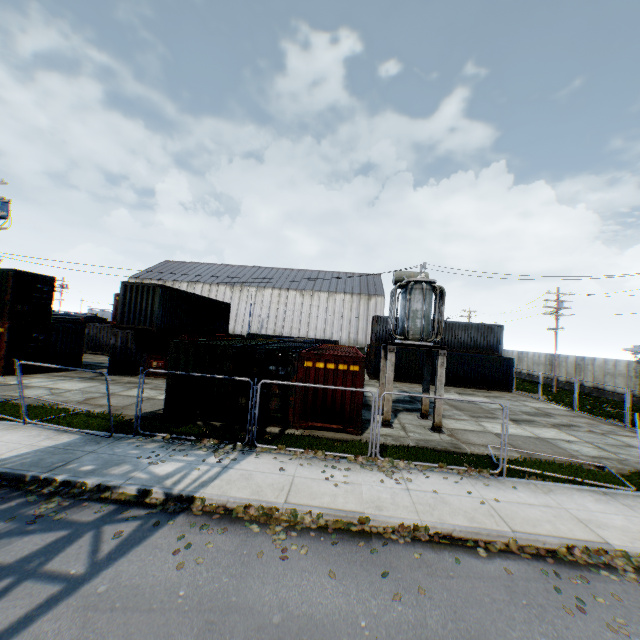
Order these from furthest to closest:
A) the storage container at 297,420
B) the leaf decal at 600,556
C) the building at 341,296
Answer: the building at 341,296 → the storage container at 297,420 → the leaf decal at 600,556

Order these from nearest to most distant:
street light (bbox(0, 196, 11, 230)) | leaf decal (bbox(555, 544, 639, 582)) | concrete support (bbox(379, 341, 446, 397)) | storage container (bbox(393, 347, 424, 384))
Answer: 1. leaf decal (bbox(555, 544, 639, 582))
2. concrete support (bbox(379, 341, 446, 397))
3. street light (bbox(0, 196, 11, 230))
4. storage container (bbox(393, 347, 424, 384))

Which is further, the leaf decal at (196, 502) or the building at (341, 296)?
the building at (341, 296)

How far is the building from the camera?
55.28m

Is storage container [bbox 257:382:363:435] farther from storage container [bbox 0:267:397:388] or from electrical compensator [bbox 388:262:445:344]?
storage container [bbox 0:267:397:388]

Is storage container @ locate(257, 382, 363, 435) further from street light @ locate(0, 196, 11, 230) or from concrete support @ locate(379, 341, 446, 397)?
street light @ locate(0, 196, 11, 230)

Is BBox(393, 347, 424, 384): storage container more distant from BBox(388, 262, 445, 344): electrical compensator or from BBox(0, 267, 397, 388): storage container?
BBox(0, 267, 397, 388): storage container

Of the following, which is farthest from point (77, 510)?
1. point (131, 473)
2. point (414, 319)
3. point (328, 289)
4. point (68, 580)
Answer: point (328, 289)
